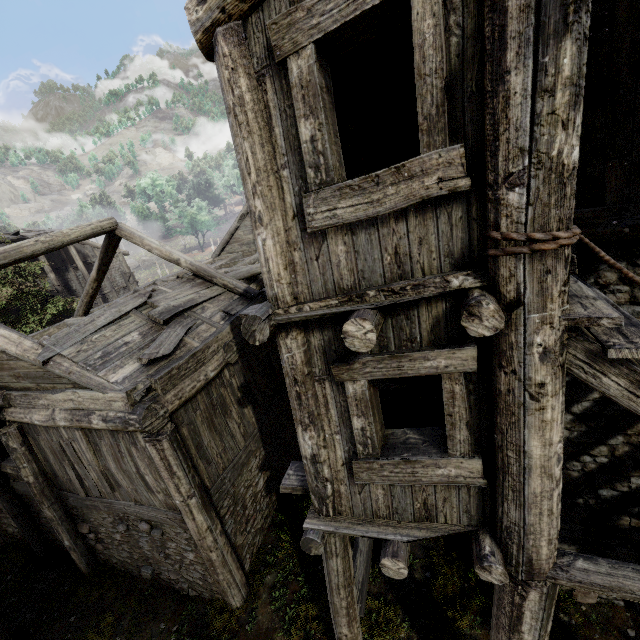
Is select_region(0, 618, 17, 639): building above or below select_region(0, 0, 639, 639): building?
below

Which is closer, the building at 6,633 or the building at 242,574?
the building at 242,574

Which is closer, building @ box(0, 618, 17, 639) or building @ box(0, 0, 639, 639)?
building @ box(0, 0, 639, 639)

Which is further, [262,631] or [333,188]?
[262,631]

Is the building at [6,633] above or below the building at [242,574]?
below
